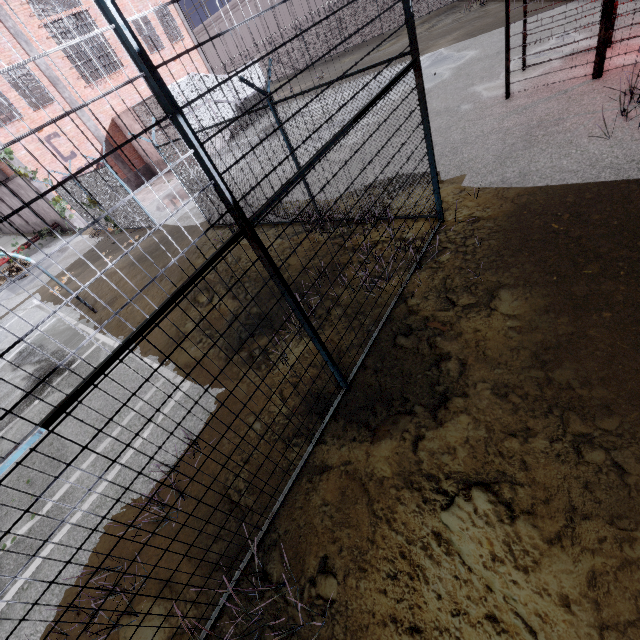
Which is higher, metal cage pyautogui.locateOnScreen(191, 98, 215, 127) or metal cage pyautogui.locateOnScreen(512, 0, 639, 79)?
metal cage pyautogui.locateOnScreen(191, 98, 215, 127)

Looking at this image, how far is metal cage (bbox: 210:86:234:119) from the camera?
20.23m

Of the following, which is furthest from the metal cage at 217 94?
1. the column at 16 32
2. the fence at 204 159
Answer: the fence at 204 159

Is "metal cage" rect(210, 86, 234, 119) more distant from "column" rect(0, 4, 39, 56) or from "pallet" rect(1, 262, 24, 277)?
"pallet" rect(1, 262, 24, 277)

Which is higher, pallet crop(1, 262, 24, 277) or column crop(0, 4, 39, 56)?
column crop(0, 4, 39, 56)

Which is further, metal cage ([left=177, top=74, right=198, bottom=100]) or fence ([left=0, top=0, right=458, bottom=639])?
metal cage ([left=177, top=74, right=198, bottom=100])

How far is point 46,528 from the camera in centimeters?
501cm

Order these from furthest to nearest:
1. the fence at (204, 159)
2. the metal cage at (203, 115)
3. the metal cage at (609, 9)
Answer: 1. the metal cage at (203, 115)
2. the metal cage at (609, 9)
3. the fence at (204, 159)
